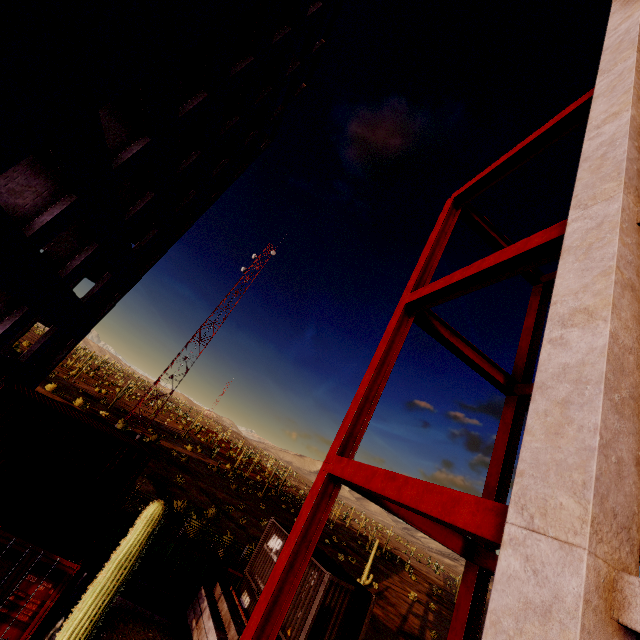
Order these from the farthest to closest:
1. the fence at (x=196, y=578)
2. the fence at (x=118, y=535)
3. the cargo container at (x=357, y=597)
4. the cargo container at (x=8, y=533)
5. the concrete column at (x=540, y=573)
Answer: the fence at (x=196, y=578)
the fence at (x=118, y=535)
the cargo container at (x=357, y=597)
the cargo container at (x=8, y=533)
the concrete column at (x=540, y=573)

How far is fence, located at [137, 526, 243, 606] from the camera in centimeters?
1545cm

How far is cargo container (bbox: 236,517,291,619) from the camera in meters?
14.1

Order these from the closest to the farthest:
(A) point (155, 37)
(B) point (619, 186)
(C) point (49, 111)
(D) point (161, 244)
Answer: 1. (B) point (619, 186)
2. (C) point (49, 111)
3. (A) point (155, 37)
4. (D) point (161, 244)

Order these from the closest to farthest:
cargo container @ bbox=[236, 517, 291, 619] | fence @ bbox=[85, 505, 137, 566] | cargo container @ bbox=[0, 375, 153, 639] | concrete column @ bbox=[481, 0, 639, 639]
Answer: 1. concrete column @ bbox=[481, 0, 639, 639]
2. cargo container @ bbox=[0, 375, 153, 639]
3. cargo container @ bbox=[236, 517, 291, 619]
4. fence @ bbox=[85, 505, 137, 566]

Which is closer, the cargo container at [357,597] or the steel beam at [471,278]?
the steel beam at [471,278]

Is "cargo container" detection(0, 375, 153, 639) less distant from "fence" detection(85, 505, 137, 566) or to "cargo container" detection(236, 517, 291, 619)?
"fence" detection(85, 505, 137, 566)
